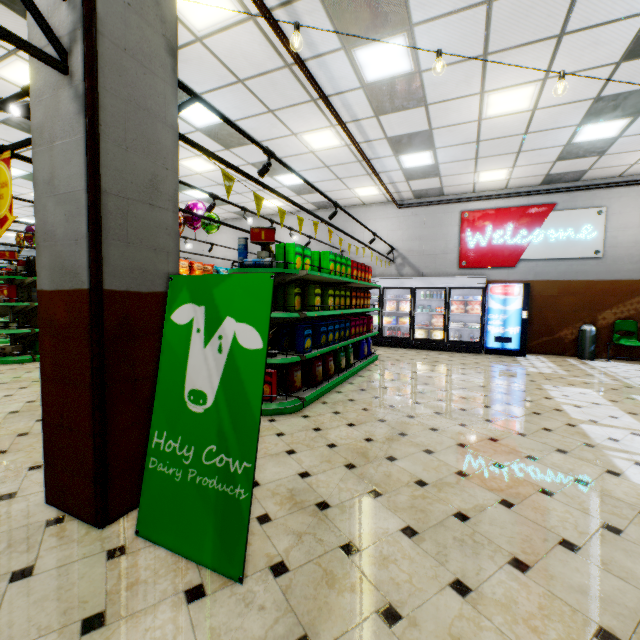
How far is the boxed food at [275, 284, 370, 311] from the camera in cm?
462

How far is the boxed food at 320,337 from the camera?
4.6 meters

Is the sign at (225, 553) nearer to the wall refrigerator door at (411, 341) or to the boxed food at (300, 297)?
the boxed food at (300, 297)

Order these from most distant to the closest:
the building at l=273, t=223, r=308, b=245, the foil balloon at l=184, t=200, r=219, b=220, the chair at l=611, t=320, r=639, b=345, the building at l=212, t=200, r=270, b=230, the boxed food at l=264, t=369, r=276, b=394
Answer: the building at l=273, t=223, r=308, b=245, the building at l=212, t=200, r=270, b=230, the chair at l=611, t=320, r=639, b=345, the foil balloon at l=184, t=200, r=219, b=220, the boxed food at l=264, t=369, r=276, b=394

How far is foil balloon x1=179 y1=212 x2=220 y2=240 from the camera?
7.6 meters

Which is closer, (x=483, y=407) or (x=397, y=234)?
(x=483, y=407)

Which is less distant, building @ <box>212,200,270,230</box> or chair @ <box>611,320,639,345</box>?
chair @ <box>611,320,639,345</box>

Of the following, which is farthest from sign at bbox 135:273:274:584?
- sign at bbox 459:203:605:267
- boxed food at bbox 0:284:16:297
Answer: sign at bbox 459:203:605:267
